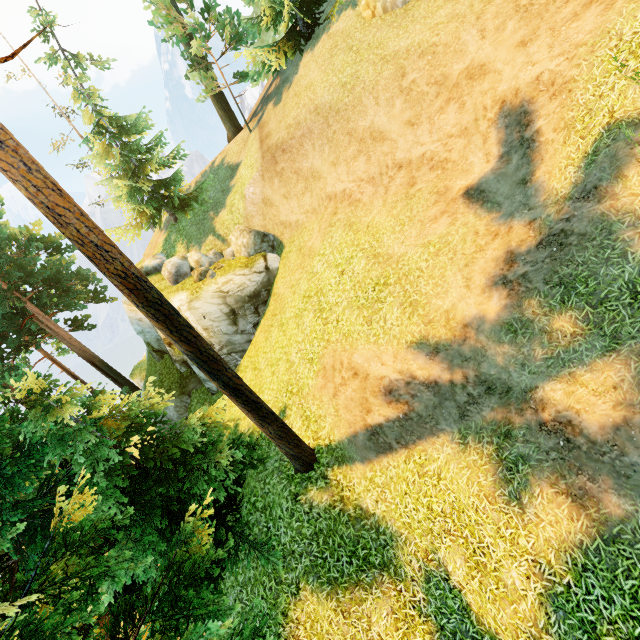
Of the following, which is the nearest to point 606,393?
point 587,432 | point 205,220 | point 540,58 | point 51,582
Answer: point 587,432

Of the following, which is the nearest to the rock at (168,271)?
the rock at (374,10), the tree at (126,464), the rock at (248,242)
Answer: the rock at (248,242)

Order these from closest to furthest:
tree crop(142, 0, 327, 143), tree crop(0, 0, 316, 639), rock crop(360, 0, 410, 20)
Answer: tree crop(0, 0, 316, 639)
rock crop(360, 0, 410, 20)
tree crop(142, 0, 327, 143)

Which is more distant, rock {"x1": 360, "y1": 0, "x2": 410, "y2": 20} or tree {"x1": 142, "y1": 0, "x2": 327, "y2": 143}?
tree {"x1": 142, "y1": 0, "x2": 327, "y2": 143}

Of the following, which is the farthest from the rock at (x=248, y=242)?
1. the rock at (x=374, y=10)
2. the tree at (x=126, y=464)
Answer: the rock at (x=374, y=10)

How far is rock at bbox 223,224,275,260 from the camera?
17.3m

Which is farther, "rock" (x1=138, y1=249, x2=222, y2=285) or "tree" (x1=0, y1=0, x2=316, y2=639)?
"rock" (x1=138, y1=249, x2=222, y2=285)

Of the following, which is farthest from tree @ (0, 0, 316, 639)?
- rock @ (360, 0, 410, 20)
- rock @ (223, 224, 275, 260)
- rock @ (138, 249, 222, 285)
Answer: A: rock @ (223, 224, 275, 260)
